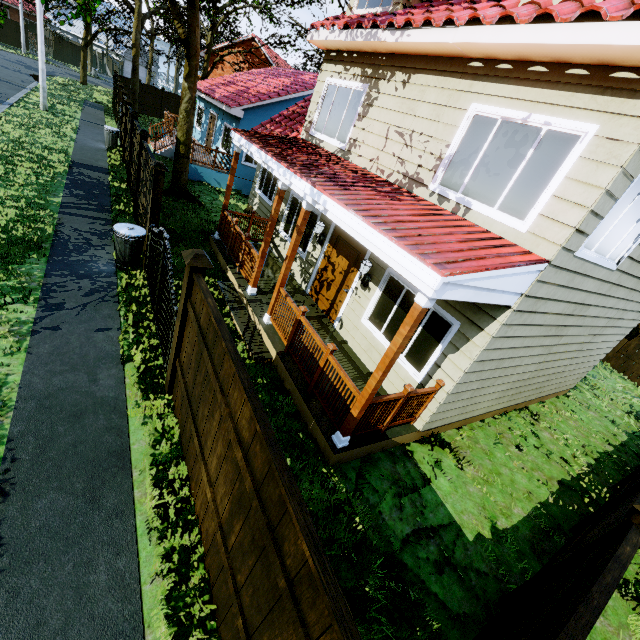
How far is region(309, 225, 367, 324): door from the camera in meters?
7.6 m

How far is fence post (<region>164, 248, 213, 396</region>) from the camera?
3.9m

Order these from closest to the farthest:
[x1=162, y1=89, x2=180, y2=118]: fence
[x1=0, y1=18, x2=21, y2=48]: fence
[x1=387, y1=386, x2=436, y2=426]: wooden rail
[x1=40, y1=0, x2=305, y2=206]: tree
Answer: [x1=387, y1=386, x2=436, y2=426]: wooden rail
[x1=40, y1=0, x2=305, y2=206]: tree
[x1=162, y1=89, x2=180, y2=118]: fence
[x1=0, y1=18, x2=21, y2=48]: fence

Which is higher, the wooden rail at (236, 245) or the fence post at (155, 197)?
the fence post at (155, 197)

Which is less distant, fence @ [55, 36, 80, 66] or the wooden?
the wooden

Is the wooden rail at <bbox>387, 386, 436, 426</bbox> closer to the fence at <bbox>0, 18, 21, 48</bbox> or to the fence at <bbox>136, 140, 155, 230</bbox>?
the fence at <bbox>136, 140, 155, 230</bbox>

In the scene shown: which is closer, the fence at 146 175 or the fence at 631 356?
the fence at 146 175

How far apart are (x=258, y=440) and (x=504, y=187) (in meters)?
5.00
